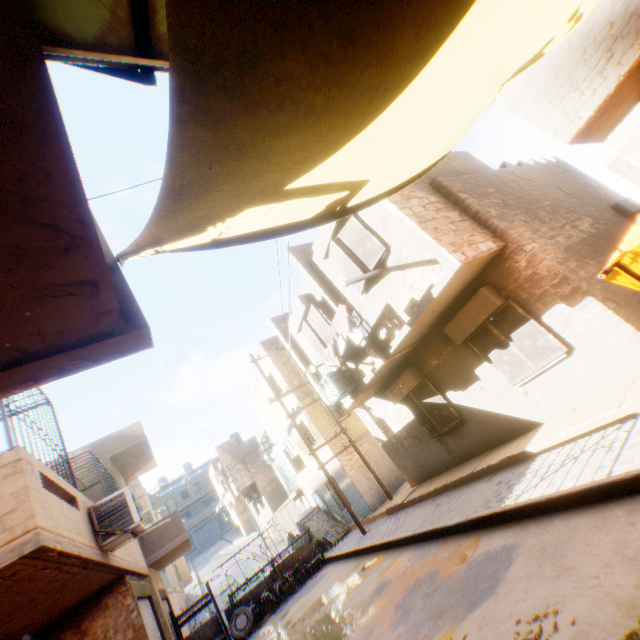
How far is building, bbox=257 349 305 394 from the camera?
16.9 meters

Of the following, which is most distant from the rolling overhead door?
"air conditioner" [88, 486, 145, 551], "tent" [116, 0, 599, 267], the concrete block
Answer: "tent" [116, 0, 599, 267]

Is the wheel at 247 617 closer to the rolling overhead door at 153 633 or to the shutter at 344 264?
the rolling overhead door at 153 633

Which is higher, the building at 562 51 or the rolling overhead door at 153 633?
the building at 562 51

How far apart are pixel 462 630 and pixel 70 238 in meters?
5.8 m

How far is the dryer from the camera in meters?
7.8 m

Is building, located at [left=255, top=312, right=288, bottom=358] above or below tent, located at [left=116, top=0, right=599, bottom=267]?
above
